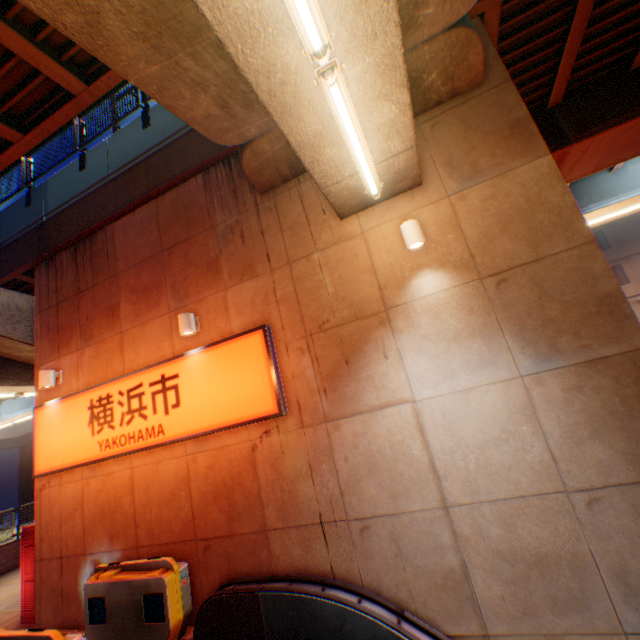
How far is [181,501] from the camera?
6.16m

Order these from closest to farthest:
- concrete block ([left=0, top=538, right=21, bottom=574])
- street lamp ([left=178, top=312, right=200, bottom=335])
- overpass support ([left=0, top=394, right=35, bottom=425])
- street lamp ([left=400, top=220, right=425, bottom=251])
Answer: street lamp ([left=400, top=220, right=425, bottom=251]) < street lamp ([left=178, top=312, right=200, bottom=335]) < concrete block ([left=0, top=538, right=21, bottom=574]) < overpass support ([left=0, top=394, right=35, bottom=425])

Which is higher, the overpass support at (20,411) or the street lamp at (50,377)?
the overpass support at (20,411)

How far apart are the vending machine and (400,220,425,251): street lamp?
10.3 meters

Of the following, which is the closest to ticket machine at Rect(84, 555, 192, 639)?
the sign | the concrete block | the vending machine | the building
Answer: the sign

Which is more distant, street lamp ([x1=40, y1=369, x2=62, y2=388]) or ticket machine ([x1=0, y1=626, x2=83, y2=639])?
street lamp ([x1=40, y1=369, x2=62, y2=388])

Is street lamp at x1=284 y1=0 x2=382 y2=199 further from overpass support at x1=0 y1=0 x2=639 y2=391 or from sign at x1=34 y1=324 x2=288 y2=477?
sign at x1=34 y1=324 x2=288 y2=477

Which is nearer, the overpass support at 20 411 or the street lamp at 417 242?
the street lamp at 417 242
